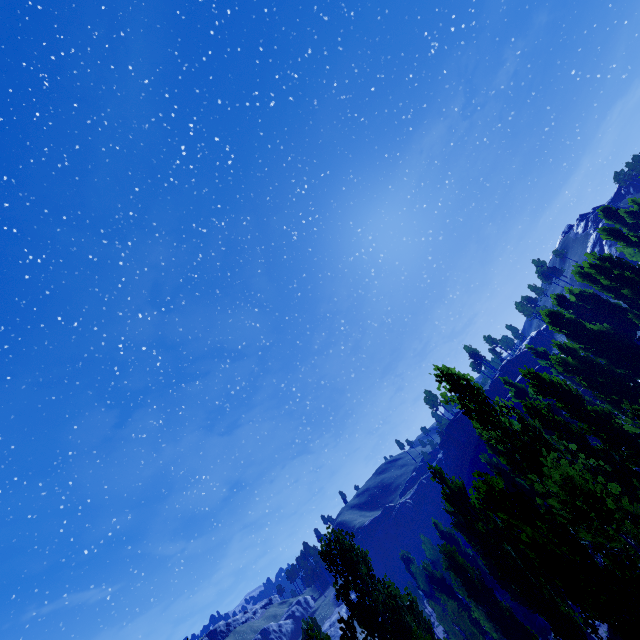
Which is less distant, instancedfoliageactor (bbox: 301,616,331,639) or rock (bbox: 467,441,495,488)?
instancedfoliageactor (bbox: 301,616,331,639)

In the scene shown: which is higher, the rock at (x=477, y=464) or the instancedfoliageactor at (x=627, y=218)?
the instancedfoliageactor at (x=627, y=218)

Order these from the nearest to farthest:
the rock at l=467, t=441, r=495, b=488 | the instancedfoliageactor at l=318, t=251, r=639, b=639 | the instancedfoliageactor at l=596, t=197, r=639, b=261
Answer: the instancedfoliageactor at l=318, t=251, r=639, b=639
the instancedfoliageactor at l=596, t=197, r=639, b=261
the rock at l=467, t=441, r=495, b=488

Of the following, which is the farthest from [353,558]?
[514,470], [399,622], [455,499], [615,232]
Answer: [615,232]

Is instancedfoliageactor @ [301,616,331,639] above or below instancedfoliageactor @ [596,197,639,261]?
below

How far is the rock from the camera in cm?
5394

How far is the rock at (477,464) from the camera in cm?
5394
